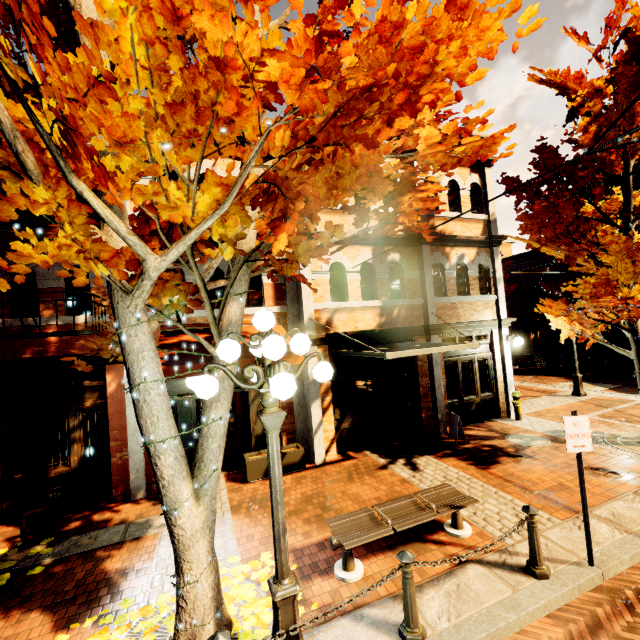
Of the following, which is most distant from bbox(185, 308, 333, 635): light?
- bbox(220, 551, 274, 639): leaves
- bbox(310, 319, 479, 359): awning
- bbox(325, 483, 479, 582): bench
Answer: bbox(310, 319, 479, 359): awning

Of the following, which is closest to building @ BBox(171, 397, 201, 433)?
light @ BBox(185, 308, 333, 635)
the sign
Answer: light @ BBox(185, 308, 333, 635)

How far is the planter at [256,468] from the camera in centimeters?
759cm

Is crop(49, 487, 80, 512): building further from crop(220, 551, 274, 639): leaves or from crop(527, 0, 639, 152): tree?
crop(220, 551, 274, 639): leaves

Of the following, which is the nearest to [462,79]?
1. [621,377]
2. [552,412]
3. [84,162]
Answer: [84,162]

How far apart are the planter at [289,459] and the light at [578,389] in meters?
11.6

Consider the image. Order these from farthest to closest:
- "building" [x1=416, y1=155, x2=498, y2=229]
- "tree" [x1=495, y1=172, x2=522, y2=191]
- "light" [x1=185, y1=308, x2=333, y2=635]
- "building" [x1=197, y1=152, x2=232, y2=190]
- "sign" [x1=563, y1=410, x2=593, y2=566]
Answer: "building" [x1=416, y1=155, x2=498, y2=229], "tree" [x1=495, y1=172, x2=522, y2=191], "building" [x1=197, y1=152, x2=232, y2=190], "sign" [x1=563, y1=410, x2=593, y2=566], "light" [x1=185, y1=308, x2=333, y2=635]

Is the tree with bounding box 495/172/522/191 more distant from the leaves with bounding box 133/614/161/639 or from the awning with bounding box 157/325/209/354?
the awning with bounding box 157/325/209/354
